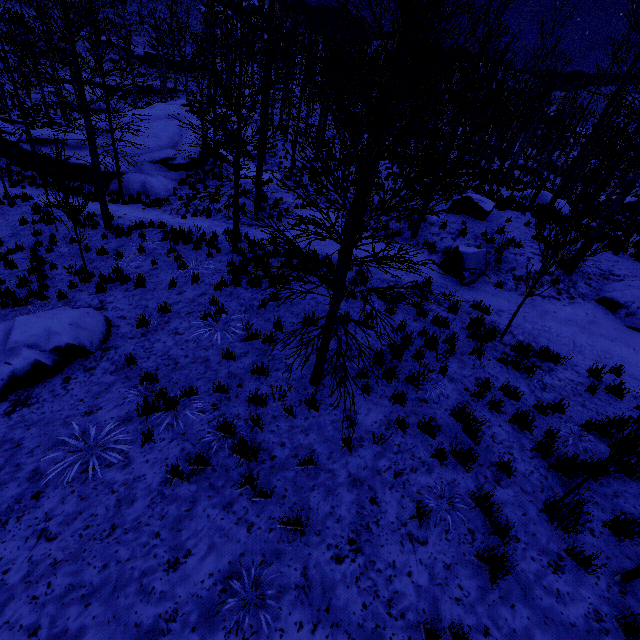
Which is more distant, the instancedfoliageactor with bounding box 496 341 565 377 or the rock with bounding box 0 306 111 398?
the instancedfoliageactor with bounding box 496 341 565 377

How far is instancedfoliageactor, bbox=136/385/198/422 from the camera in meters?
5.1

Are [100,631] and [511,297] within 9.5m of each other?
no

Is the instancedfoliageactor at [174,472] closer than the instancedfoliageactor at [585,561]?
No

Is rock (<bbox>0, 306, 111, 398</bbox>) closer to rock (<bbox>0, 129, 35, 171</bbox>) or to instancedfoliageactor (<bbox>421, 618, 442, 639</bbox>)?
instancedfoliageactor (<bbox>421, 618, 442, 639</bbox>)

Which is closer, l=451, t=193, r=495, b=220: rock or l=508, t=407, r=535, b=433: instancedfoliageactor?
l=508, t=407, r=535, b=433: instancedfoliageactor

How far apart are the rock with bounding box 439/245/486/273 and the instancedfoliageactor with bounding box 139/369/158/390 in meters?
9.0

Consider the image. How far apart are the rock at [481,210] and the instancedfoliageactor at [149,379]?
13.8m
